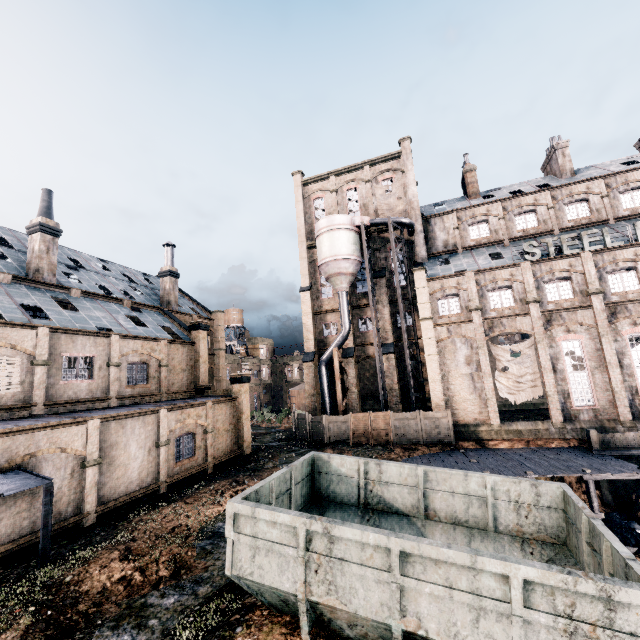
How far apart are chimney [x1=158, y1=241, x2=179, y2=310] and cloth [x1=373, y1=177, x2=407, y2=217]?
24.2 meters

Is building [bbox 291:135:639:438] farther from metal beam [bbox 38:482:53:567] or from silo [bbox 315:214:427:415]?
metal beam [bbox 38:482:53:567]

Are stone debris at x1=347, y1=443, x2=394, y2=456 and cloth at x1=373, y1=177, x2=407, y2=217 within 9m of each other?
no

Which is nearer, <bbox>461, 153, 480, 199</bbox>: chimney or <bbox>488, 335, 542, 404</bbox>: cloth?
<bbox>488, 335, 542, 404</bbox>: cloth

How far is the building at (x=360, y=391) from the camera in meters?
35.5

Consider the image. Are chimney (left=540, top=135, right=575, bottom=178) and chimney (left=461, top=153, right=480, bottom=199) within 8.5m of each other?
yes

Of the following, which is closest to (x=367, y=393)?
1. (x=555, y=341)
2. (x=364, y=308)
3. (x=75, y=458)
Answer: (x=364, y=308)

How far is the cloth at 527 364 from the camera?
27.4 meters
